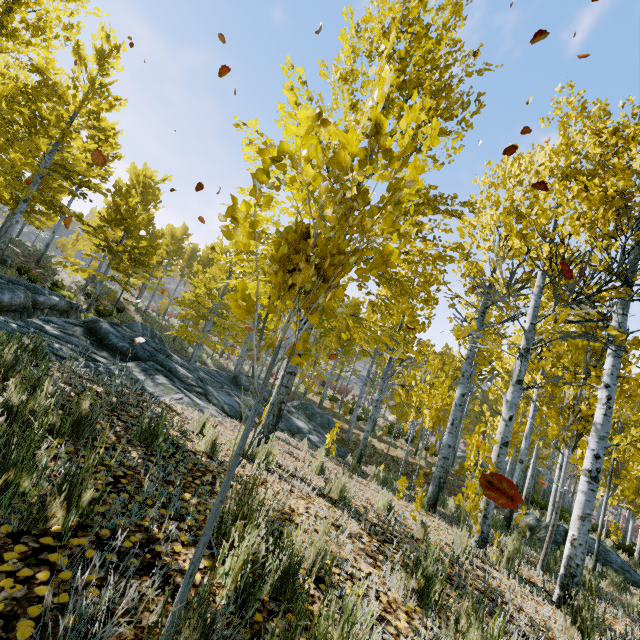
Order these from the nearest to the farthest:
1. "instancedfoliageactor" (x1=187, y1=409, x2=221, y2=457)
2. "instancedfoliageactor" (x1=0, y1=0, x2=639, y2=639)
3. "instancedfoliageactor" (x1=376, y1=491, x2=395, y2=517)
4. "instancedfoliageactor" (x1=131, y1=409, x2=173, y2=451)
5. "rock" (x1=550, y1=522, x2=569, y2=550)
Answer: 1. "instancedfoliageactor" (x1=0, y1=0, x2=639, y2=639)
2. "instancedfoliageactor" (x1=131, y1=409, x2=173, y2=451)
3. "instancedfoliageactor" (x1=187, y1=409, x2=221, y2=457)
4. "instancedfoliageactor" (x1=376, y1=491, x2=395, y2=517)
5. "rock" (x1=550, y1=522, x2=569, y2=550)

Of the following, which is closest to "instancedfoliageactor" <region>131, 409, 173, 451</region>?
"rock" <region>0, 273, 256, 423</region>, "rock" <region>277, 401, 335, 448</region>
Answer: "rock" <region>277, 401, 335, 448</region>

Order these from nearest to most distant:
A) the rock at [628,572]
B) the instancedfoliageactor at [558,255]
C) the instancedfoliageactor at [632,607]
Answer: the instancedfoliageactor at [558,255] → the instancedfoliageactor at [632,607] → the rock at [628,572]

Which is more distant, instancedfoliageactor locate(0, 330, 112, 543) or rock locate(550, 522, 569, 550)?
rock locate(550, 522, 569, 550)

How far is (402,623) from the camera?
2.01m

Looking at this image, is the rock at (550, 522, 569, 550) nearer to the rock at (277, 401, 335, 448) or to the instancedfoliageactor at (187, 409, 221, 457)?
the instancedfoliageactor at (187, 409, 221, 457)

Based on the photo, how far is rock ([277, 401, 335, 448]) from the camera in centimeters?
1048cm

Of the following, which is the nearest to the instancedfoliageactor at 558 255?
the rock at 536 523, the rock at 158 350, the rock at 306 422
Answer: the rock at 306 422
